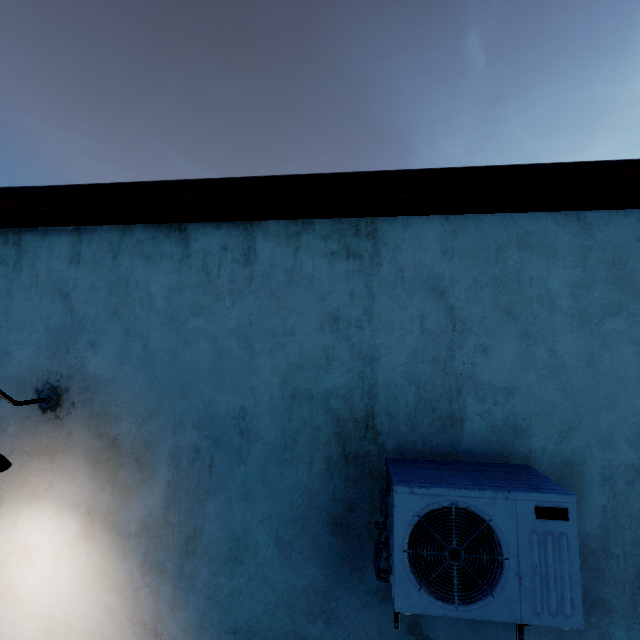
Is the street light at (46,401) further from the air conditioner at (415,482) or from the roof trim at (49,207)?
the air conditioner at (415,482)

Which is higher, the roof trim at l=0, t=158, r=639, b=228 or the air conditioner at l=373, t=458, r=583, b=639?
the roof trim at l=0, t=158, r=639, b=228

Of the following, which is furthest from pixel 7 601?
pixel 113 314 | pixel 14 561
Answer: pixel 113 314

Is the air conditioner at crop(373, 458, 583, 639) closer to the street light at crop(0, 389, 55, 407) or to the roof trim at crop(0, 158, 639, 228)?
the roof trim at crop(0, 158, 639, 228)

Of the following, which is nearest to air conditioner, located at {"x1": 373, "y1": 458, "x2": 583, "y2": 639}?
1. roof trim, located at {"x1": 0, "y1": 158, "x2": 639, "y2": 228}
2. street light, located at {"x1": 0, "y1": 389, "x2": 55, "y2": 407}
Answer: roof trim, located at {"x1": 0, "y1": 158, "x2": 639, "y2": 228}
